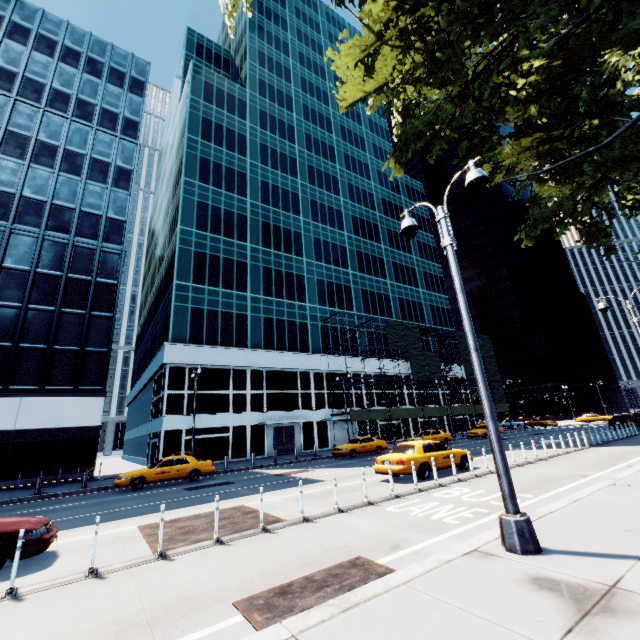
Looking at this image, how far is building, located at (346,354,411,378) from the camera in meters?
42.2 m

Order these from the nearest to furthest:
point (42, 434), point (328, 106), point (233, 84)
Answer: point (42, 434)
point (233, 84)
point (328, 106)

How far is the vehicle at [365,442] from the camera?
26.41m

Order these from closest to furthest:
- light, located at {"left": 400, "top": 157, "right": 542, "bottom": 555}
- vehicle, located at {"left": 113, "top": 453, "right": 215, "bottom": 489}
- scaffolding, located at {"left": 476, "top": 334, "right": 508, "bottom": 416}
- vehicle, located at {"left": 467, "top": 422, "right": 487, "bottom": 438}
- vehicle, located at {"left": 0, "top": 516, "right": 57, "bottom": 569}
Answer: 1. light, located at {"left": 400, "top": 157, "right": 542, "bottom": 555}
2. vehicle, located at {"left": 0, "top": 516, "right": 57, "bottom": 569}
3. vehicle, located at {"left": 113, "top": 453, "right": 215, "bottom": 489}
4. vehicle, located at {"left": 467, "top": 422, "right": 487, "bottom": 438}
5. scaffolding, located at {"left": 476, "top": 334, "right": 508, "bottom": 416}

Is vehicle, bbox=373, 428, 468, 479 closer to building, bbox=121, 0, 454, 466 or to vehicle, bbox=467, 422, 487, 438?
building, bbox=121, 0, 454, 466

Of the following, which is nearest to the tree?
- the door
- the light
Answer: the light

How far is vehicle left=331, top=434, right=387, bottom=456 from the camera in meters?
26.4

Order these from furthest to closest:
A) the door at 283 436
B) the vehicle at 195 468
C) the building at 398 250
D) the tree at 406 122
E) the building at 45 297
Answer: the door at 283 436 → the building at 398 250 → the building at 45 297 → the vehicle at 195 468 → the tree at 406 122
